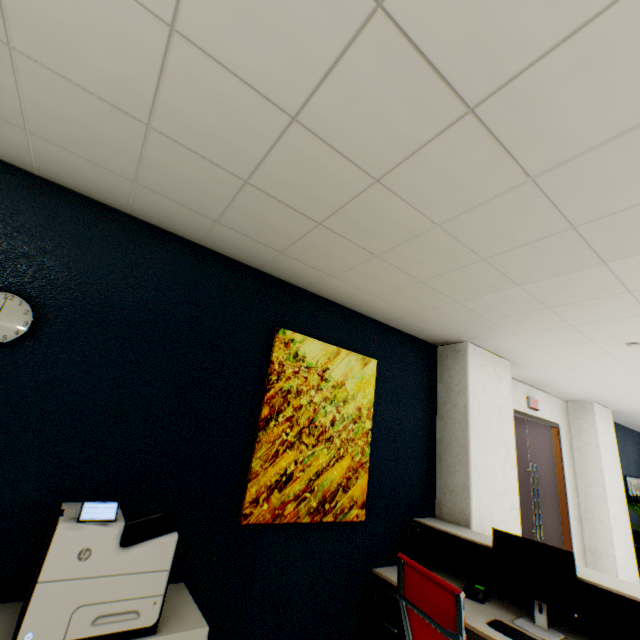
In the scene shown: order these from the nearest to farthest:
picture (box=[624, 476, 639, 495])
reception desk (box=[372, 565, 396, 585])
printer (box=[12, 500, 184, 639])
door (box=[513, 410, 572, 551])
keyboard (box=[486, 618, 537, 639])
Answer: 1. printer (box=[12, 500, 184, 639])
2. keyboard (box=[486, 618, 537, 639])
3. reception desk (box=[372, 565, 396, 585])
4. door (box=[513, 410, 572, 551])
5. picture (box=[624, 476, 639, 495])

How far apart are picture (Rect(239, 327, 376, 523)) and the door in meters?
2.5 m

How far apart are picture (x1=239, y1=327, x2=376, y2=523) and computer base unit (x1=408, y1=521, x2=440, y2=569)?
0.65m

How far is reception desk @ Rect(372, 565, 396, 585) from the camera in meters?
2.6

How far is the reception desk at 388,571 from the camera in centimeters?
263cm

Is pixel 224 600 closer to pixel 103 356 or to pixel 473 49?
pixel 103 356

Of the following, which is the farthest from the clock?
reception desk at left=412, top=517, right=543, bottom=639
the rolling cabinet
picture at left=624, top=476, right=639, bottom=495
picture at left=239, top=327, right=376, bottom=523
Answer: picture at left=624, top=476, right=639, bottom=495

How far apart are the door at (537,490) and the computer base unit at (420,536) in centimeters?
156cm
